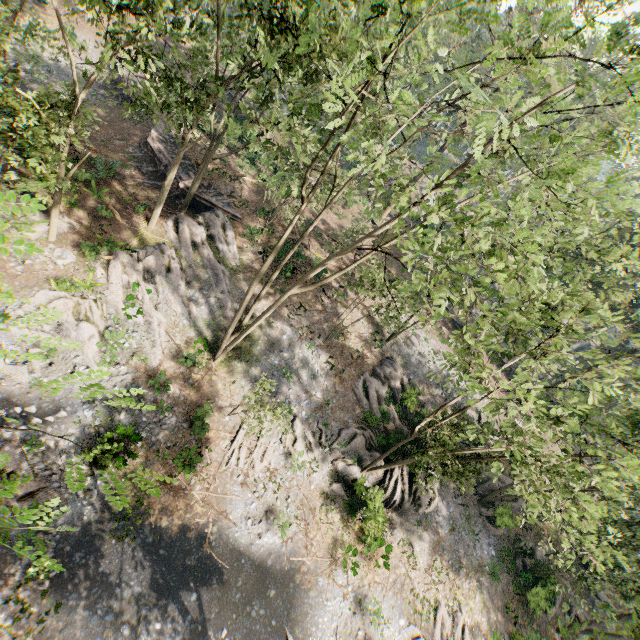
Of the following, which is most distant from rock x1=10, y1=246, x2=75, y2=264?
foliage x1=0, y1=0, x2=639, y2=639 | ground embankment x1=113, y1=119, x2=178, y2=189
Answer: ground embankment x1=113, y1=119, x2=178, y2=189

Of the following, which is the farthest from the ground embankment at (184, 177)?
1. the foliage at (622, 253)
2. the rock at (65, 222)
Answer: the rock at (65, 222)

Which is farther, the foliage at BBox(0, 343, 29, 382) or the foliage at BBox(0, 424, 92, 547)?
the foliage at BBox(0, 424, 92, 547)

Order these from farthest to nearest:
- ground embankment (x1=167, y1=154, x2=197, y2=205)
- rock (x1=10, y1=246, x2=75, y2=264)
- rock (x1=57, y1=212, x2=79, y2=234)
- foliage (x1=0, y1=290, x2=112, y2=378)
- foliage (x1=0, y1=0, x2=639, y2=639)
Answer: ground embankment (x1=167, y1=154, x2=197, y2=205) → rock (x1=57, y1=212, x2=79, y2=234) → rock (x1=10, y1=246, x2=75, y2=264) → foliage (x1=0, y1=0, x2=639, y2=639) → foliage (x1=0, y1=290, x2=112, y2=378)

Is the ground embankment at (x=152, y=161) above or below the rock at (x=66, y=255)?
above

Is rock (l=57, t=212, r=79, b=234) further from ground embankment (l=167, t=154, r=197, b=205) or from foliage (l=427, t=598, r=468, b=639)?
ground embankment (l=167, t=154, r=197, b=205)

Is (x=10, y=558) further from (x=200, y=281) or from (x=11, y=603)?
(x=200, y=281)
